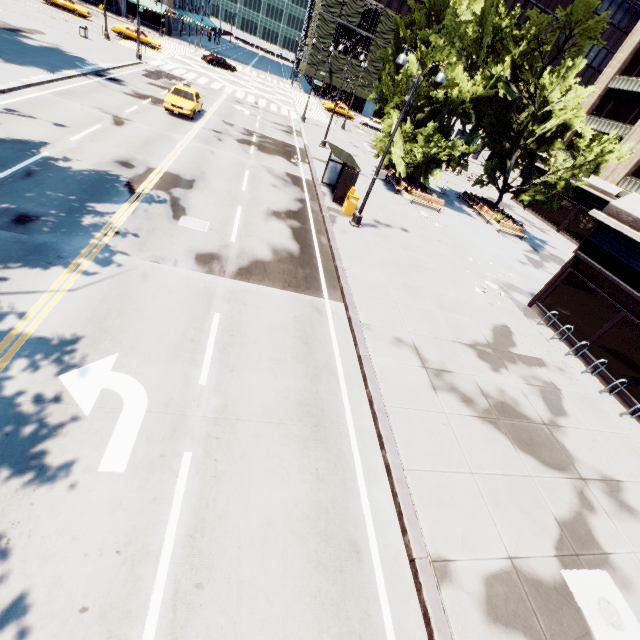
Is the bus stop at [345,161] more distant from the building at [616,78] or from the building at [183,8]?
the building at [183,8]

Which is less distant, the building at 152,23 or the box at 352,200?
the box at 352,200

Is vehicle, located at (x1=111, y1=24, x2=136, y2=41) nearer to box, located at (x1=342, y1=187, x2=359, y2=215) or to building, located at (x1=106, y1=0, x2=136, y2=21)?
building, located at (x1=106, y1=0, x2=136, y2=21)

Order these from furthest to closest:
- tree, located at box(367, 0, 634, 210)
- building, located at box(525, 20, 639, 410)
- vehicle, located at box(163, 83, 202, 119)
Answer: vehicle, located at box(163, 83, 202, 119) < tree, located at box(367, 0, 634, 210) < building, located at box(525, 20, 639, 410)

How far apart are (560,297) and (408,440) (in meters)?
13.05

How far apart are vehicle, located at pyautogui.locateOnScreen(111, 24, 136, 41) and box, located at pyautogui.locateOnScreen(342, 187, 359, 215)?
40.4 meters

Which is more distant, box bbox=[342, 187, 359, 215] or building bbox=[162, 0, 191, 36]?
building bbox=[162, 0, 191, 36]

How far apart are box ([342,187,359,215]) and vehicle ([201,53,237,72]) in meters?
43.9 m
